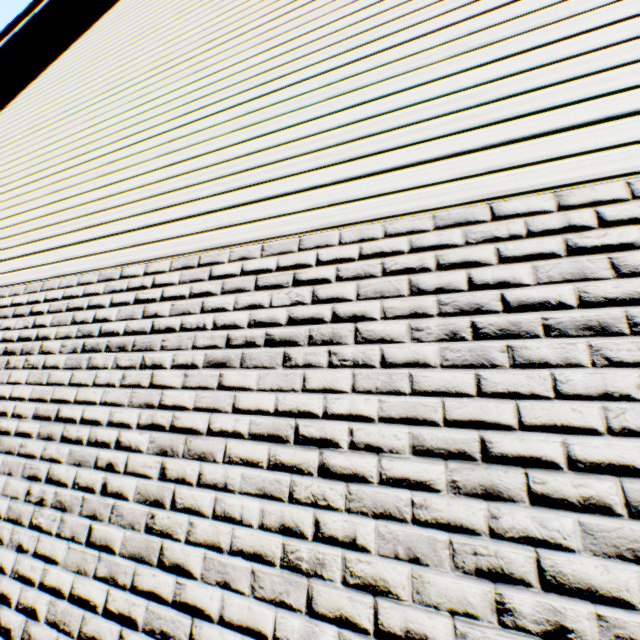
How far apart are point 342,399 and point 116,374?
1.55m
